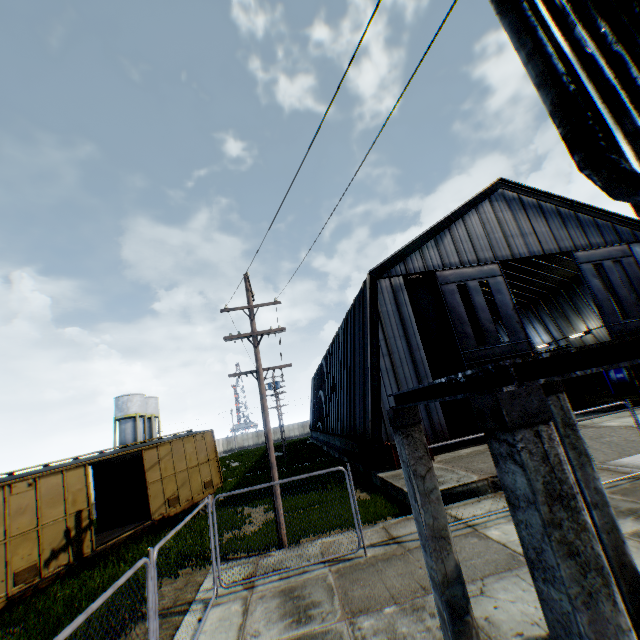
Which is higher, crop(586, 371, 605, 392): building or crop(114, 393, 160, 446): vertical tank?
crop(114, 393, 160, 446): vertical tank

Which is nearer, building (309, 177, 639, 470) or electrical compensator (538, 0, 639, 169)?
electrical compensator (538, 0, 639, 169)

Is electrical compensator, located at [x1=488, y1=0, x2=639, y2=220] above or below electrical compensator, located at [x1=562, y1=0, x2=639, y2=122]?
below

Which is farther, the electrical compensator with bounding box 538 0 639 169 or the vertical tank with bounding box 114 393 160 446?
the vertical tank with bounding box 114 393 160 446

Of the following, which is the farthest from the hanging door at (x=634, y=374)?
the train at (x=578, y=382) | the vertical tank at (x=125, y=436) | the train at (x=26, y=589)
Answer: the vertical tank at (x=125, y=436)

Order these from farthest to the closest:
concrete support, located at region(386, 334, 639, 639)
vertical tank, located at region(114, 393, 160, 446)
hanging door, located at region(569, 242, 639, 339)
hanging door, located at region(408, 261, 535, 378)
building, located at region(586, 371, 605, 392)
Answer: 1. vertical tank, located at region(114, 393, 160, 446)
2. building, located at region(586, 371, 605, 392)
3. hanging door, located at region(569, 242, 639, 339)
4. hanging door, located at region(408, 261, 535, 378)
5. concrete support, located at region(386, 334, 639, 639)

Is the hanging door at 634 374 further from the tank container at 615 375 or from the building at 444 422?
the tank container at 615 375

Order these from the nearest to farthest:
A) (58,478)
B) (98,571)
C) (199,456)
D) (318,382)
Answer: (98,571) → (58,478) → (199,456) → (318,382)
